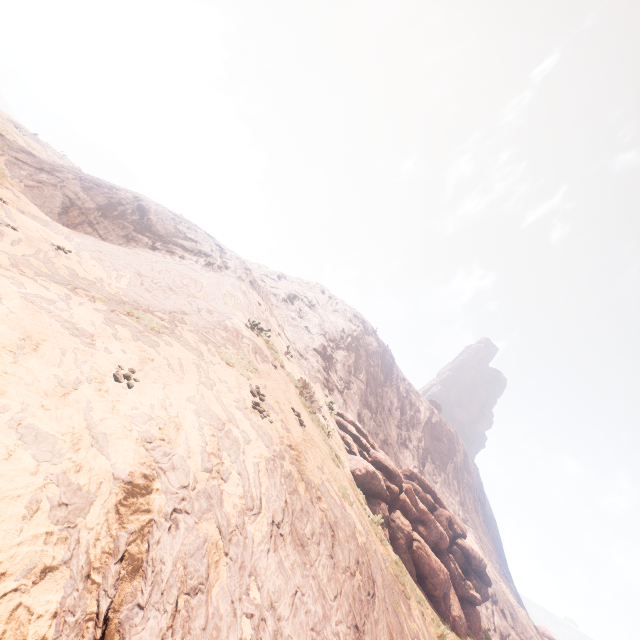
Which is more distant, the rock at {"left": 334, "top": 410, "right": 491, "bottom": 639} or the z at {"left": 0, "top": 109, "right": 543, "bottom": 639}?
the rock at {"left": 334, "top": 410, "right": 491, "bottom": 639}

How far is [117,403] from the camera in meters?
4.6

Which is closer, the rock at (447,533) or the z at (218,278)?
the z at (218,278)
